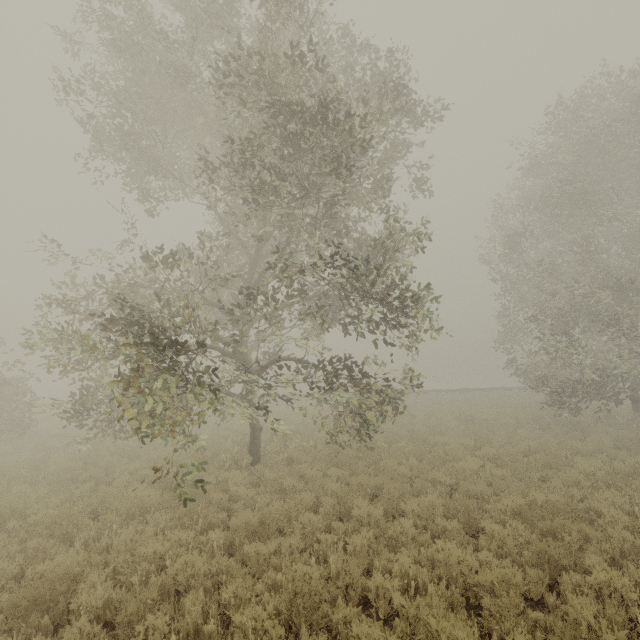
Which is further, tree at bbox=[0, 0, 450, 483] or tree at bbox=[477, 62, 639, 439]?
tree at bbox=[477, 62, 639, 439]

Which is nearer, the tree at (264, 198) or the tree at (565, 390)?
the tree at (264, 198)

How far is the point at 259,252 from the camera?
11.6 meters
